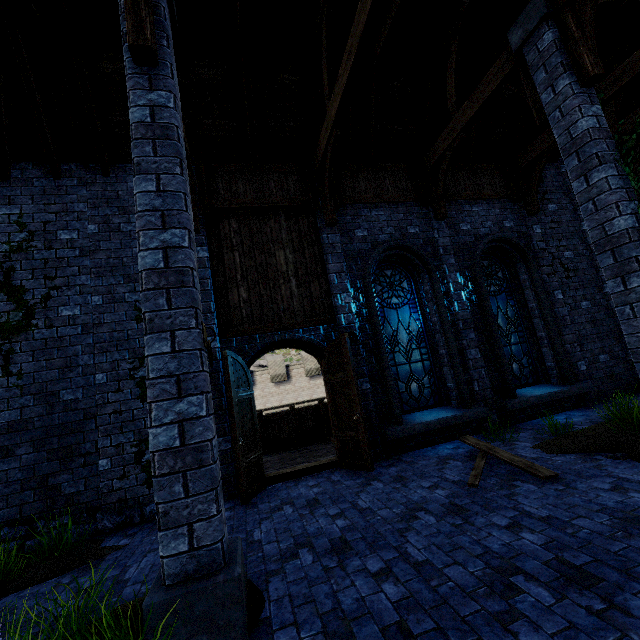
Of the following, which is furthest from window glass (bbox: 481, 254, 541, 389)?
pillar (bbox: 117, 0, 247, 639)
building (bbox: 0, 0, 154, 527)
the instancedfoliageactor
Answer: pillar (bbox: 117, 0, 247, 639)

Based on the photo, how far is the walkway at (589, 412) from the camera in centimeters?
650cm

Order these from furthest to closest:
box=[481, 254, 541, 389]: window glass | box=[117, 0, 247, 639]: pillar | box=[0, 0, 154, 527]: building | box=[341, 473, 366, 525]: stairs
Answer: box=[481, 254, 541, 389]: window glass → box=[0, 0, 154, 527]: building → box=[341, 473, 366, 525]: stairs → box=[117, 0, 247, 639]: pillar

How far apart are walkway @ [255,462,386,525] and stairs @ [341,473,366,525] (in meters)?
0.00

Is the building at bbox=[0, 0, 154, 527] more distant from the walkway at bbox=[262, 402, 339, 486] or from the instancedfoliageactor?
the instancedfoliageactor

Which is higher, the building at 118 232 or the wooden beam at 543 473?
Answer: the building at 118 232

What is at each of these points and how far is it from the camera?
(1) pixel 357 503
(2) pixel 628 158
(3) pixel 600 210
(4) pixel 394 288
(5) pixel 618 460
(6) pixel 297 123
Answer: (1) stairs, 4.6 meters
(2) ivy, 4.5 meters
(3) pillar, 4.6 meters
(4) window glass, 8.1 meters
(5) instancedfoliageactor, 4.5 meters
(6) building, 7.5 meters

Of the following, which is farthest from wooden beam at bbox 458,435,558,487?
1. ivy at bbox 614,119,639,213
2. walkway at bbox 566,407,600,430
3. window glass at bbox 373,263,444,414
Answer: ivy at bbox 614,119,639,213
